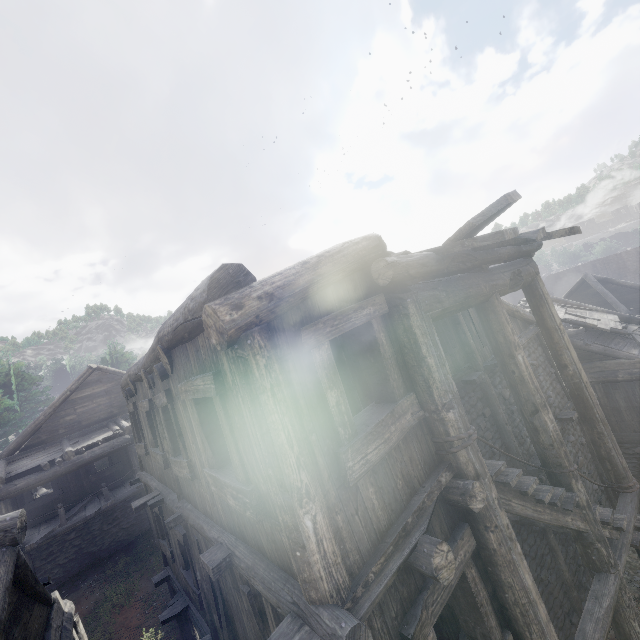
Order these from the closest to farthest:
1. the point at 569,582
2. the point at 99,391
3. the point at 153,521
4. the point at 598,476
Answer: the point at 569,582 → the point at 153,521 → the point at 598,476 → the point at 99,391

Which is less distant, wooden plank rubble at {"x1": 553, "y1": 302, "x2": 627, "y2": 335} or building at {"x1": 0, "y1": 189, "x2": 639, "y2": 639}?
building at {"x1": 0, "y1": 189, "x2": 639, "y2": 639}

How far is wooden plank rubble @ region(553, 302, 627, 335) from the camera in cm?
1316

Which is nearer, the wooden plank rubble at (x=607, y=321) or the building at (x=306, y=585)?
the building at (x=306, y=585)

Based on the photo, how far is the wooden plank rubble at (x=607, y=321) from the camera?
13.16m
